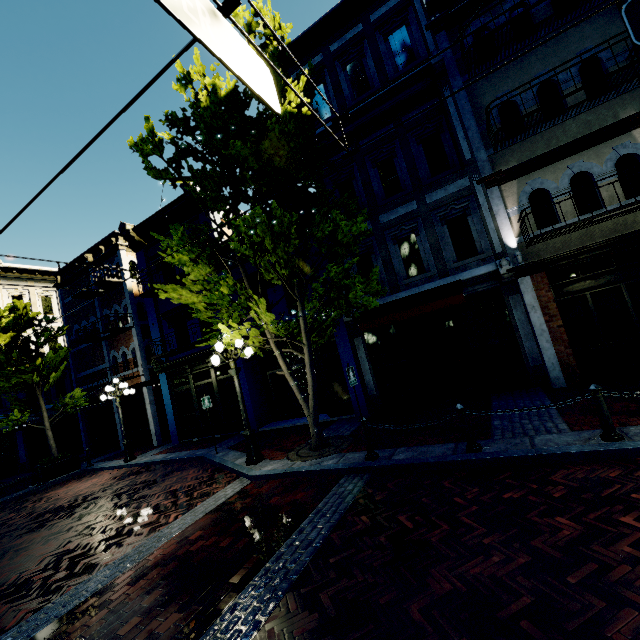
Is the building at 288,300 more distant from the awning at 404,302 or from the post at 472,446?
the post at 472,446

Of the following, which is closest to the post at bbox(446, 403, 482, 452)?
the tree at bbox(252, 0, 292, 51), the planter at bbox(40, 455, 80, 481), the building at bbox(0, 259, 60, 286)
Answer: the tree at bbox(252, 0, 292, 51)

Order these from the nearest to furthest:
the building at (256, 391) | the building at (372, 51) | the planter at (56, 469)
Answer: the building at (372, 51), the building at (256, 391), the planter at (56, 469)

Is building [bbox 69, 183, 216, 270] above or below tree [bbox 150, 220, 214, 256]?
above

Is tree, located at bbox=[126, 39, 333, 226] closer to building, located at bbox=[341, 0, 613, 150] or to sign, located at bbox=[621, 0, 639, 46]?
building, located at bbox=[341, 0, 613, 150]

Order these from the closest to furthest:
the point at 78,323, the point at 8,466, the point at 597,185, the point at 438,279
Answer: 1. the point at 597,185
2. the point at 438,279
3. the point at 8,466
4. the point at 78,323

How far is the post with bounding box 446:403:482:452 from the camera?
5.7m

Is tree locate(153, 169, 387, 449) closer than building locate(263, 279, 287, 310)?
Yes
